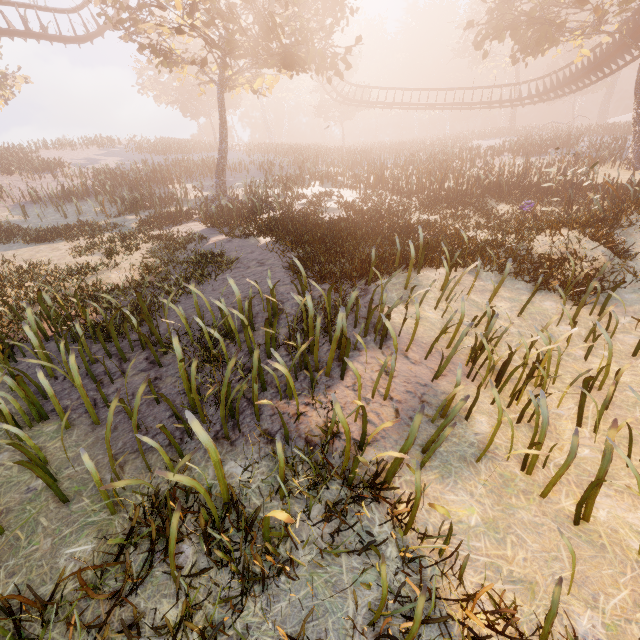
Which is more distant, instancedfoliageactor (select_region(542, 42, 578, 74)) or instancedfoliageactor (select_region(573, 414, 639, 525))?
instancedfoliageactor (select_region(542, 42, 578, 74))

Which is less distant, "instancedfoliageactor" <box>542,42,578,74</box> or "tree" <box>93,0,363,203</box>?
"tree" <box>93,0,363,203</box>

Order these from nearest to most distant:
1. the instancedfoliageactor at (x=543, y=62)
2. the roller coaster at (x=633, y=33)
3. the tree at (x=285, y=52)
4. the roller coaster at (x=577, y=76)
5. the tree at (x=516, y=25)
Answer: the tree at (x=285, y=52) < the tree at (x=516, y=25) < the roller coaster at (x=633, y=33) < the roller coaster at (x=577, y=76) < the instancedfoliageactor at (x=543, y=62)

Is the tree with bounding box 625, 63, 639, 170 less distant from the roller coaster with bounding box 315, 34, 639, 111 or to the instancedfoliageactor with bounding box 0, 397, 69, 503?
the roller coaster with bounding box 315, 34, 639, 111

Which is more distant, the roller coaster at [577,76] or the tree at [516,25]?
Answer: the roller coaster at [577,76]

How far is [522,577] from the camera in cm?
271

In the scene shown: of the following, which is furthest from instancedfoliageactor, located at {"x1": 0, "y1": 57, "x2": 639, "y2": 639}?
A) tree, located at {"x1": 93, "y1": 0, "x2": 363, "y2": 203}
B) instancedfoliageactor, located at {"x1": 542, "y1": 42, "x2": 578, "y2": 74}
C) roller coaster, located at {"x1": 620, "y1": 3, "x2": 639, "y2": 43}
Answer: instancedfoliageactor, located at {"x1": 542, "y1": 42, "x2": 578, "y2": 74}

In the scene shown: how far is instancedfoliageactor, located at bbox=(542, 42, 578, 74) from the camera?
47.1 meters
